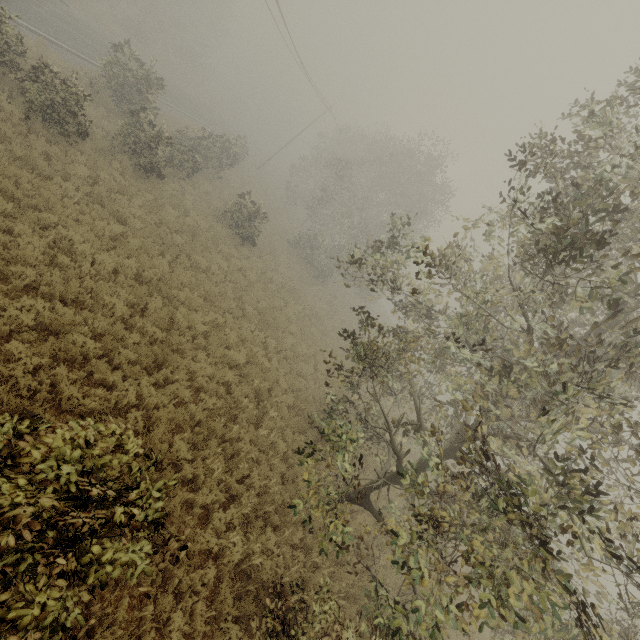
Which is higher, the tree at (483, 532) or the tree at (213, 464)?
the tree at (483, 532)

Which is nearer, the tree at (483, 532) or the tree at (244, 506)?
the tree at (483, 532)

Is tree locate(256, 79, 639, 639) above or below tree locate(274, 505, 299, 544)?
above

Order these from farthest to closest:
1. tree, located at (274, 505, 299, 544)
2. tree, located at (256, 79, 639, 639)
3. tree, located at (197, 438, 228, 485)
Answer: tree, located at (197, 438, 228, 485)
tree, located at (274, 505, 299, 544)
tree, located at (256, 79, 639, 639)

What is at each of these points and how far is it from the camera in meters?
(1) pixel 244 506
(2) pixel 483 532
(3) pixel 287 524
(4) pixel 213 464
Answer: (1) tree, 7.9 m
(2) tree, 4.8 m
(3) tree, 8.7 m
(4) tree, 7.9 m

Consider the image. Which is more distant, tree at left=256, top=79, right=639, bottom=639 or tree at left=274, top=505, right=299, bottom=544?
tree at left=274, top=505, right=299, bottom=544

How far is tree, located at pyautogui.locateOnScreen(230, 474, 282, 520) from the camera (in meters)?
7.94
